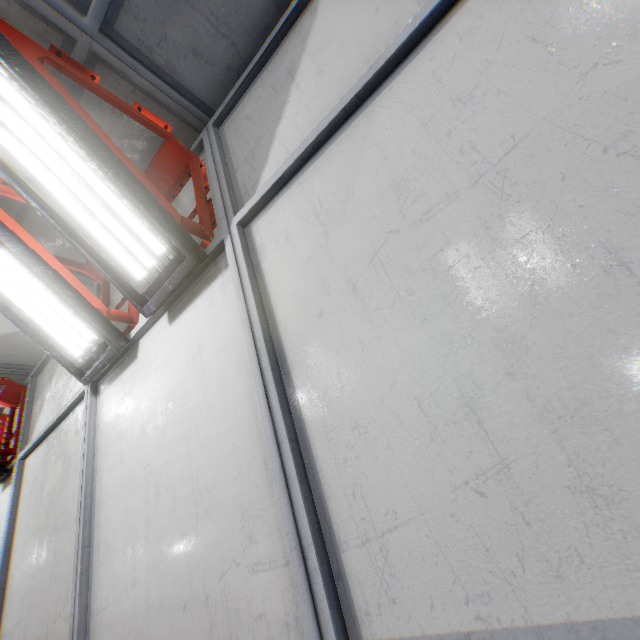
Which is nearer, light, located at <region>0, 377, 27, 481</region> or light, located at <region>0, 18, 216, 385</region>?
light, located at <region>0, 18, 216, 385</region>

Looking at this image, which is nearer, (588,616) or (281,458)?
(588,616)

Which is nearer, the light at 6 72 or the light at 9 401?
the light at 6 72
